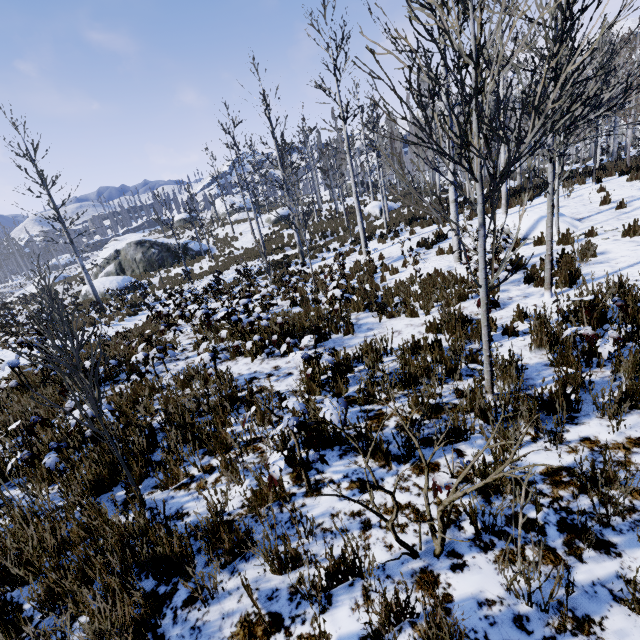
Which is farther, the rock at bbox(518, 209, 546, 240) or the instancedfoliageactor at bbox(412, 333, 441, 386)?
the rock at bbox(518, 209, 546, 240)

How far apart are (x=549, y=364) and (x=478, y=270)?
2.64m

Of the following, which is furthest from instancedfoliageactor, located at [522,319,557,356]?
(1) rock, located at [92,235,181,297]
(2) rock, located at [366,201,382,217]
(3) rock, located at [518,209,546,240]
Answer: (1) rock, located at [92,235,181,297]

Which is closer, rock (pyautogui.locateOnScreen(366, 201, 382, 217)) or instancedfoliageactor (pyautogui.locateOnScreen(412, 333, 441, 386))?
instancedfoliageactor (pyautogui.locateOnScreen(412, 333, 441, 386))

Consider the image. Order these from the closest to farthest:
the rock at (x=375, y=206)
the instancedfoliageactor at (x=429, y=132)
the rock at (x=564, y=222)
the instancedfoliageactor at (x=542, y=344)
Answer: the instancedfoliageactor at (x=429, y=132) < the instancedfoliageactor at (x=542, y=344) < the rock at (x=564, y=222) < the rock at (x=375, y=206)

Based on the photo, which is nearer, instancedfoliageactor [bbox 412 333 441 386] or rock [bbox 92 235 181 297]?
instancedfoliageactor [bbox 412 333 441 386]

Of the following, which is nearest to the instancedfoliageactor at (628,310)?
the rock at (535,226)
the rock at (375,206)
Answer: the rock at (535,226)

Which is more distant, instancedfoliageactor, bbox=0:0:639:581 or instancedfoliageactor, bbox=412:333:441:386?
instancedfoliageactor, bbox=412:333:441:386
